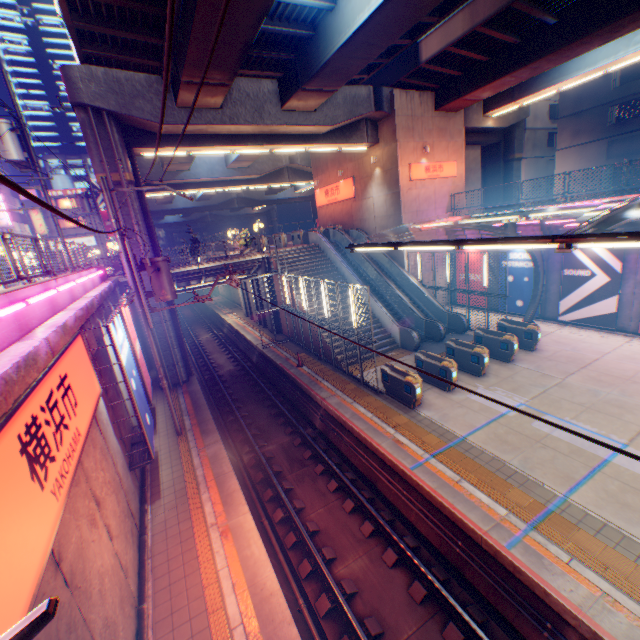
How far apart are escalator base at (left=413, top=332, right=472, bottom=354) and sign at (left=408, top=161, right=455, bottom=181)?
10.5 meters

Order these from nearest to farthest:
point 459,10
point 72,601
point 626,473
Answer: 1. point 72,601
2. point 626,473
3. point 459,10

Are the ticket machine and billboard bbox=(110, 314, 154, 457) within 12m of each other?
yes

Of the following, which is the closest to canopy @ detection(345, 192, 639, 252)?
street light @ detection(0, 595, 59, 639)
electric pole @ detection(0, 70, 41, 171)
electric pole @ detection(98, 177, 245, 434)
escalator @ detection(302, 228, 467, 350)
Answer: escalator @ detection(302, 228, 467, 350)

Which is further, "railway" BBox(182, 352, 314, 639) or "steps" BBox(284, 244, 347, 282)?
"steps" BBox(284, 244, 347, 282)

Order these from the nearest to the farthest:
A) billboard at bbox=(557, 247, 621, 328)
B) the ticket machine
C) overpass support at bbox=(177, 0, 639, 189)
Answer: overpass support at bbox=(177, 0, 639, 189) → the ticket machine → billboard at bbox=(557, 247, 621, 328)

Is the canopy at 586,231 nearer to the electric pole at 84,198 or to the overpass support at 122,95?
the overpass support at 122,95

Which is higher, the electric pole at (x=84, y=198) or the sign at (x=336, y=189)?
the electric pole at (x=84, y=198)
